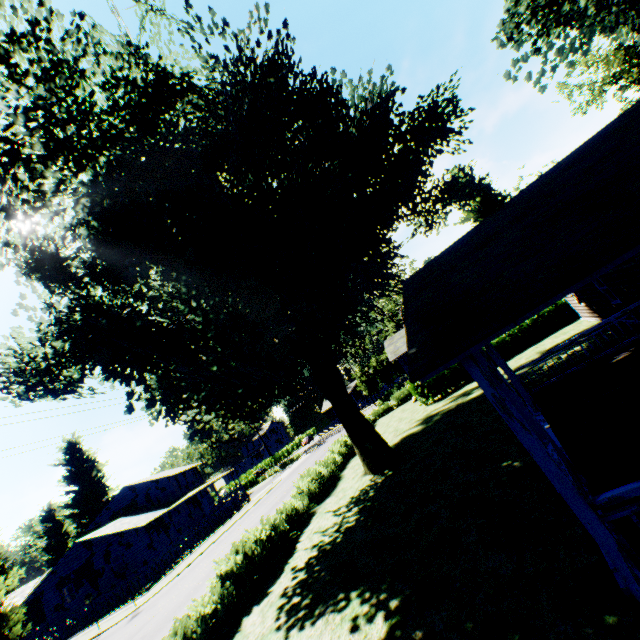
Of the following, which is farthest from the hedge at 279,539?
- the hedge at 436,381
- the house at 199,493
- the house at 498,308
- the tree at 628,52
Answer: the tree at 628,52

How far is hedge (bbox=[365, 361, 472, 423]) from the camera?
24.5m

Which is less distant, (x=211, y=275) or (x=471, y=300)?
(x=471, y=300)

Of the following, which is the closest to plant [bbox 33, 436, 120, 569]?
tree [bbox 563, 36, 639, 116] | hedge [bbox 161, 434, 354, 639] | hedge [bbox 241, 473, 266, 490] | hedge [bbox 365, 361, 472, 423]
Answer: hedge [bbox 161, 434, 354, 639]

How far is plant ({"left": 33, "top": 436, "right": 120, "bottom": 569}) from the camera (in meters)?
54.12

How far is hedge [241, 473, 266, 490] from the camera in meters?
55.3 m

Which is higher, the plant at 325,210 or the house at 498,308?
the plant at 325,210

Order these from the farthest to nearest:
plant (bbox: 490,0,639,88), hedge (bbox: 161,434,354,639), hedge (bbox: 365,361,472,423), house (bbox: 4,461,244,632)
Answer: house (bbox: 4,461,244,632) < hedge (bbox: 365,361,472,423) < plant (bbox: 490,0,639,88) < hedge (bbox: 161,434,354,639)
